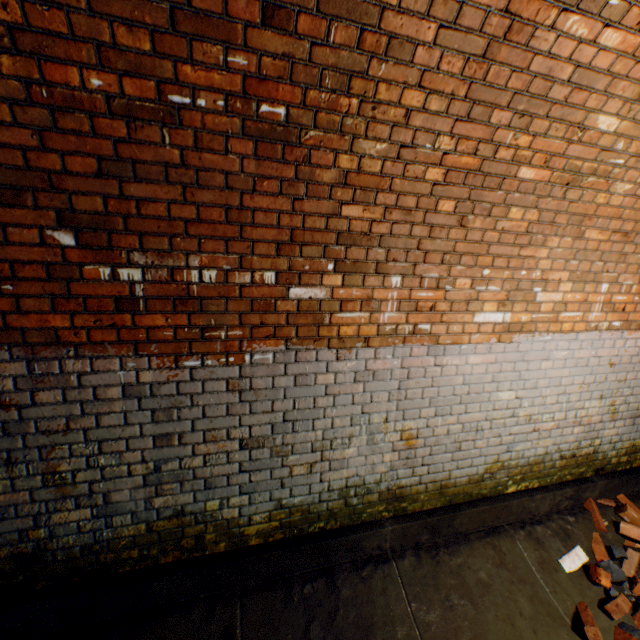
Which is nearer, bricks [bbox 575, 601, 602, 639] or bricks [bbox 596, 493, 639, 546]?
bricks [bbox 575, 601, 602, 639]

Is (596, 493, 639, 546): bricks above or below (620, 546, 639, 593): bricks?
above

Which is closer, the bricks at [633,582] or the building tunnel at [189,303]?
the building tunnel at [189,303]

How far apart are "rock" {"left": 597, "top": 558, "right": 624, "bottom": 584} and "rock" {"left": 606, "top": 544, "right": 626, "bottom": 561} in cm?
18

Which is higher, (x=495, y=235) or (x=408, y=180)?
(x=408, y=180)

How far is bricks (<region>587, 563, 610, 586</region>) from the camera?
2.8 meters

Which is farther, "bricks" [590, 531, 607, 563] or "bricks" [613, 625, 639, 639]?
"bricks" [590, 531, 607, 563]

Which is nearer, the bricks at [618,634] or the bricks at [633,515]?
the bricks at [618,634]
